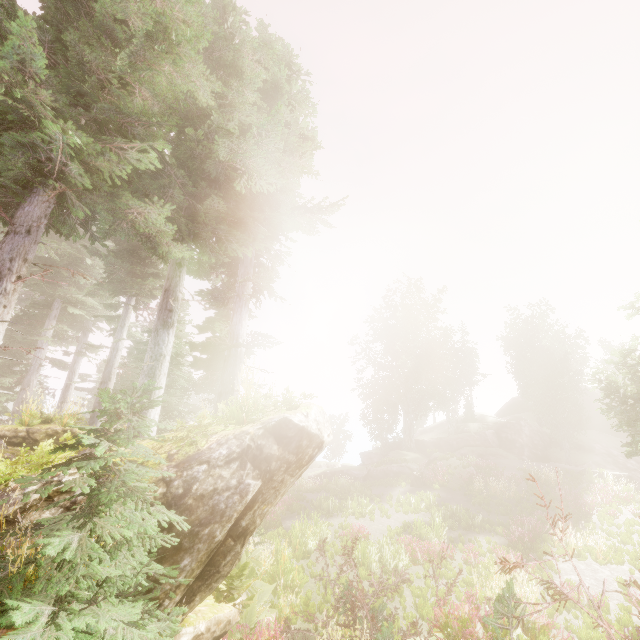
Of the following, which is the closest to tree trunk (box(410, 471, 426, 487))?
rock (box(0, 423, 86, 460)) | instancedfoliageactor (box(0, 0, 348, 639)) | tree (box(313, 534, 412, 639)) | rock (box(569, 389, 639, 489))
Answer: rock (box(569, 389, 639, 489))

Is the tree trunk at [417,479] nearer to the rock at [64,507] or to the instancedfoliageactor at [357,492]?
the instancedfoliageactor at [357,492]

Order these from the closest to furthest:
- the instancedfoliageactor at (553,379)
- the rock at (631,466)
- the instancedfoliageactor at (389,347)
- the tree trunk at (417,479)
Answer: the instancedfoliageactor at (553,379), the tree trunk at (417,479), the rock at (631,466), the instancedfoliageactor at (389,347)

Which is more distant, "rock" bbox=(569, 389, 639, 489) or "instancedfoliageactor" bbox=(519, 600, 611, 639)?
"rock" bbox=(569, 389, 639, 489)

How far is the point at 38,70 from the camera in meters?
3.7

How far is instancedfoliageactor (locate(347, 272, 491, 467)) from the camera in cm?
3712

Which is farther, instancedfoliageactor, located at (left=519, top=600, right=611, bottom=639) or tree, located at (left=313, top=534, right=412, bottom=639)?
instancedfoliageactor, located at (left=519, top=600, right=611, bottom=639)
